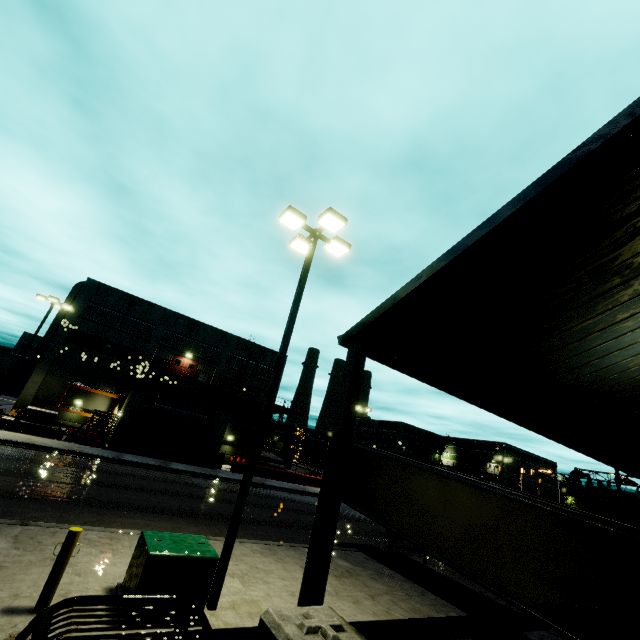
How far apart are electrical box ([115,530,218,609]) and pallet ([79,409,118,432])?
25.4 meters

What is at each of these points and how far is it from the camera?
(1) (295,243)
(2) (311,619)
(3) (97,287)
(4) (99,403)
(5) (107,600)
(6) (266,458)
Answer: (1) light, 10.9m
(2) concrete block, 3.4m
(3) building, 34.5m
(4) building, 32.5m
(5) forklift, 2.4m
(6) concrete pipe, 44.6m

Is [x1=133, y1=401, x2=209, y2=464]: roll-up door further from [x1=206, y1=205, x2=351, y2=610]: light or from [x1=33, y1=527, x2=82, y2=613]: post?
[x1=33, y1=527, x2=82, y2=613]: post

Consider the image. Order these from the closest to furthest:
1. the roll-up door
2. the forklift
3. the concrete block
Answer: the forklift < the concrete block < the roll-up door

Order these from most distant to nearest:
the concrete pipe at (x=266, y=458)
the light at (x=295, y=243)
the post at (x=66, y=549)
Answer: the concrete pipe at (x=266, y=458) → the light at (x=295, y=243) → the post at (x=66, y=549)

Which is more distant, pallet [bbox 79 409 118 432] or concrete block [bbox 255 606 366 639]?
pallet [bbox 79 409 118 432]

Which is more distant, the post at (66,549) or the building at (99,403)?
the building at (99,403)

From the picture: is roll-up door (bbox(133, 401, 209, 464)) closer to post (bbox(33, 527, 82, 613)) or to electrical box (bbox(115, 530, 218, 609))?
electrical box (bbox(115, 530, 218, 609))
